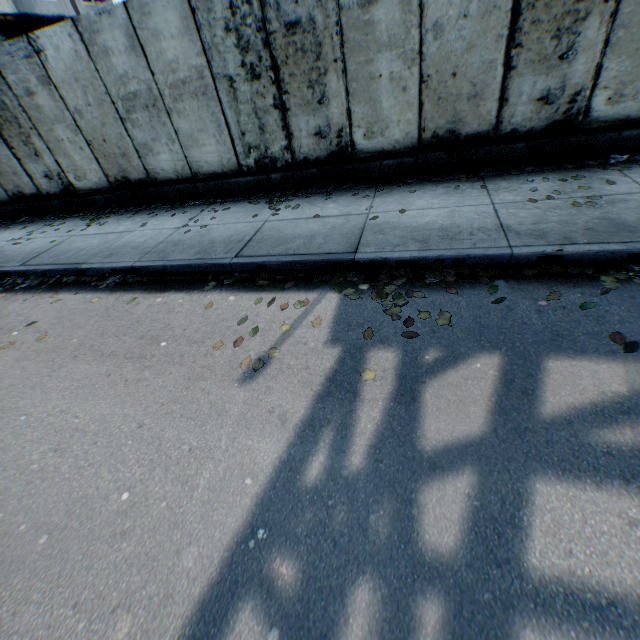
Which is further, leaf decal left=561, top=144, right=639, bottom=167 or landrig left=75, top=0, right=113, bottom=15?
landrig left=75, top=0, right=113, bottom=15

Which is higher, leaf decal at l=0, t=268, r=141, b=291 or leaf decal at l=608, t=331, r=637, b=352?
leaf decal at l=0, t=268, r=141, b=291

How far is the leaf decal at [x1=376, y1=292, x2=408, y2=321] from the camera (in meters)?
3.47

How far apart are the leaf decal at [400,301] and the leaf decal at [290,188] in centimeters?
208cm

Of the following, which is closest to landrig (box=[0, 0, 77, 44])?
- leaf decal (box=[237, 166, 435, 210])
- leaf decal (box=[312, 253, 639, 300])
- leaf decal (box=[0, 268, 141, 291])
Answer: leaf decal (box=[0, 268, 141, 291])

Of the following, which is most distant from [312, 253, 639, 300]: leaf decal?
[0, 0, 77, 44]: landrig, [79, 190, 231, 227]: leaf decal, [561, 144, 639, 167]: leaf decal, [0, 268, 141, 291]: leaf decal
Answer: [0, 0, 77, 44]: landrig

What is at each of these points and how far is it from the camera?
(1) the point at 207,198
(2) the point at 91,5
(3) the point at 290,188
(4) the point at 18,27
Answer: (1) leaf decal, 7.4 meters
(2) landrig, 18.7 meters
(3) leaf decal, 6.8 meters
(4) landrig, 16.4 meters

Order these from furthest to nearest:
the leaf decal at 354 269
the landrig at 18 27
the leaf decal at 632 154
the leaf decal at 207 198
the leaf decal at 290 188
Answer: the landrig at 18 27 < the leaf decal at 207 198 < the leaf decal at 290 188 < the leaf decal at 632 154 < the leaf decal at 354 269
